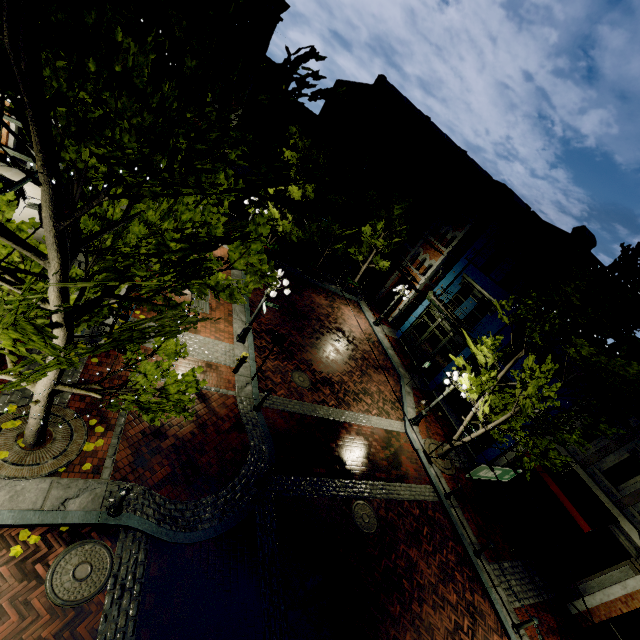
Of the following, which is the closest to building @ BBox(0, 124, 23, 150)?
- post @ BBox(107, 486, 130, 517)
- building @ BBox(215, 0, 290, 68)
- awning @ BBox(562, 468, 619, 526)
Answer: building @ BBox(215, 0, 290, 68)

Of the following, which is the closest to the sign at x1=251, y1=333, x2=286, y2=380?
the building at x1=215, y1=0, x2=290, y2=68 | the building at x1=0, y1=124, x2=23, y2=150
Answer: the building at x1=215, y1=0, x2=290, y2=68

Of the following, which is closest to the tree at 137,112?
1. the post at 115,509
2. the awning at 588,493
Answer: the awning at 588,493

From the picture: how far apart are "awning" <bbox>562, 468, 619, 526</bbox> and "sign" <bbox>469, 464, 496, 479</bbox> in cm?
686

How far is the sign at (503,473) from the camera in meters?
7.1

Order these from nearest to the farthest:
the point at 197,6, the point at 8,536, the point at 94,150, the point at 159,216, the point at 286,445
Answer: the point at 197,6, the point at 94,150, the point at 159,216, the point at 8,536, the point at 286,445

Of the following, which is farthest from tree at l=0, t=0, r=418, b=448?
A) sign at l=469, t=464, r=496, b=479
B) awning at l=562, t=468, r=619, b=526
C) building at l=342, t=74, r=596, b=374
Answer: sign at l=469, t=464, r=496, b=479

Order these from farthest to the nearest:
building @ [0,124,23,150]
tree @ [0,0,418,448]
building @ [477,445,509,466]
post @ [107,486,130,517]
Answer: building @ [477,445,509,466] → building @ [0,124,23,150] → post @ [107,486,130,517] → tree @ [0,0,418,448]
